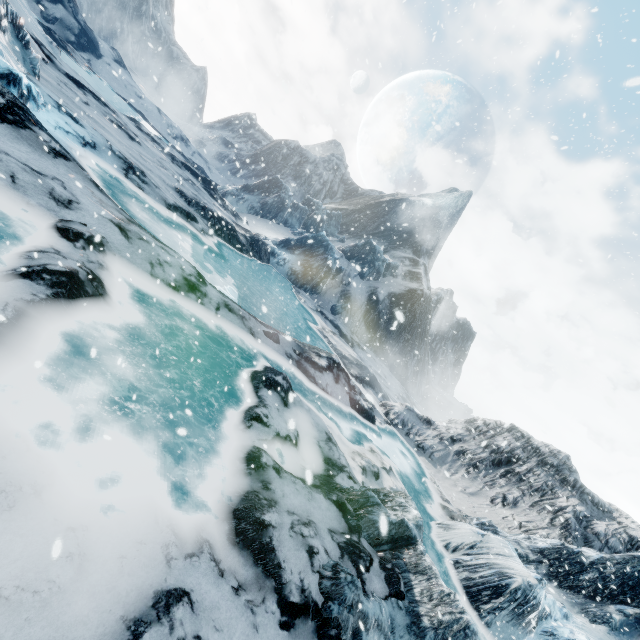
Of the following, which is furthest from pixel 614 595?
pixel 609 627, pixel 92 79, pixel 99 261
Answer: pixel 92 79
